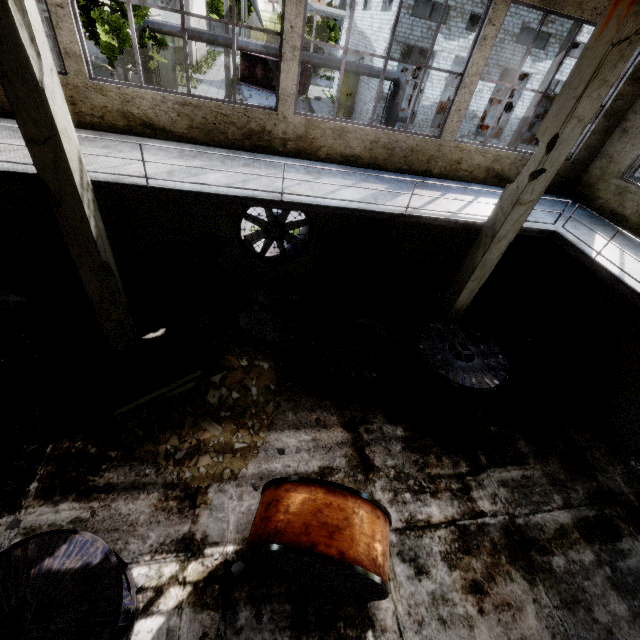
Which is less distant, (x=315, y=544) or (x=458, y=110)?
(x=315, y=544)

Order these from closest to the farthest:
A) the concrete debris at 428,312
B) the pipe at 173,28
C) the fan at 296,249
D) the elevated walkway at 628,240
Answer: the elevated walkway at 628,240
the fan at 296,249
the concrete debris at 428,312
the pipe at 173,28

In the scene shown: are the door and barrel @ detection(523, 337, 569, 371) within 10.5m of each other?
no

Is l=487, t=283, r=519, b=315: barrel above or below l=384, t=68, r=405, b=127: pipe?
below

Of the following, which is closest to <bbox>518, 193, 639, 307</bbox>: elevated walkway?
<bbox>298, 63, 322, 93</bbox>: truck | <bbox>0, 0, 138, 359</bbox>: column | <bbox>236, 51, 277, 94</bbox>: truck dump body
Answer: <bbox>0, 0, 138, 359</bbox>: column

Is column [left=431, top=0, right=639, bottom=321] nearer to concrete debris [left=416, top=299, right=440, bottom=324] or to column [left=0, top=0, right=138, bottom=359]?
concrete debris [left=416, top=299, right=440, bottom=324]

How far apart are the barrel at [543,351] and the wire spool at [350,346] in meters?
4.9 m

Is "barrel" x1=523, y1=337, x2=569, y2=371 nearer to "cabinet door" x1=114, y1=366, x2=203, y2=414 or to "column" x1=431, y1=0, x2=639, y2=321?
"column" x1=431, y1=0, x2=639, y2=321
